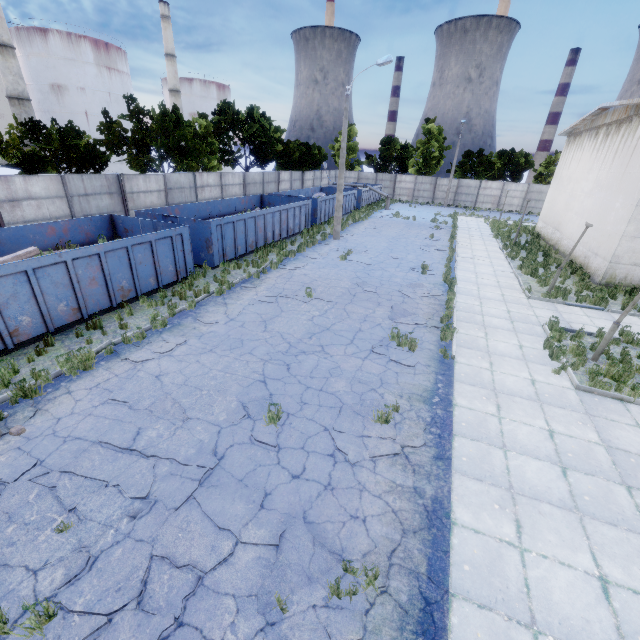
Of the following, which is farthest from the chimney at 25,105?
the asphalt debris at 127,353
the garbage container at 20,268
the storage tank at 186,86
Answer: the asphalt debris at 127,353

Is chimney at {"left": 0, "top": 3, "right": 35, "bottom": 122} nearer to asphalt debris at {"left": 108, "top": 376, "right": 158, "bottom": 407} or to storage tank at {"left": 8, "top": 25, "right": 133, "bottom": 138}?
storage tank at {"left": 8, "top": 25, "right": 133, "bottom": 138}

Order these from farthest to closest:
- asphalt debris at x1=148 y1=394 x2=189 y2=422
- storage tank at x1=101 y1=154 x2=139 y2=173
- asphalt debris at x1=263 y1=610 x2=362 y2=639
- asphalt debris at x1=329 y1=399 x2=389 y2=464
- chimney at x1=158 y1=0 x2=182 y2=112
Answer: chimney at x1=158 y1=0 x2=182 y2=112 → storage tank at x1=101 y1=154 x2=139 y2=173 → asphalt debris at x1=148 y1=394 x2=189 y2=422 → asphalt debris at x1=329 y1=399 x2=389 y2=464 → asphalt debris at x1=263 y1=610 x2=362 y2=639

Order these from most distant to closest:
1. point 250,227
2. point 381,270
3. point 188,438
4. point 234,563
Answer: point 250,227 < point 381,270 < point 188,438 < point 234,563

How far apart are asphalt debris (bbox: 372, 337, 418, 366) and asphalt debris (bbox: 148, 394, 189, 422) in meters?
5.2 m

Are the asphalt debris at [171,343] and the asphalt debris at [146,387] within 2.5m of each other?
yes

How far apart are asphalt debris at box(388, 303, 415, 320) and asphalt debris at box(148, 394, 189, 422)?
7.4 meters

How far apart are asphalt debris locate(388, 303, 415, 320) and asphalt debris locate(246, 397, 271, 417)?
5.7 meters
